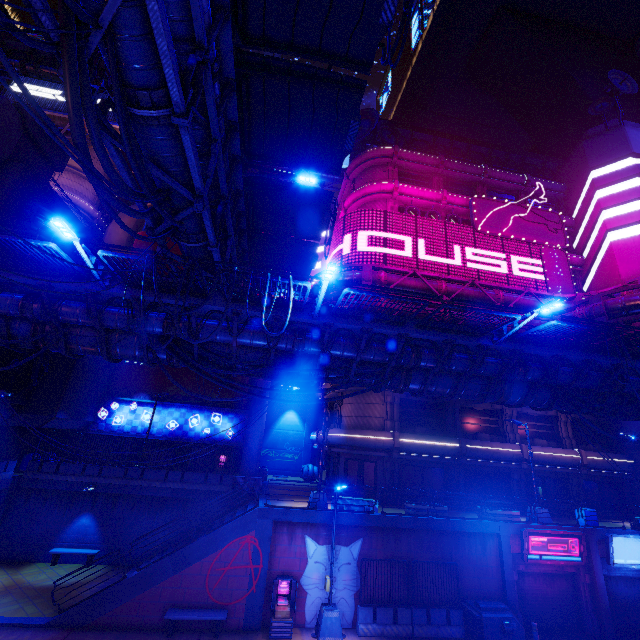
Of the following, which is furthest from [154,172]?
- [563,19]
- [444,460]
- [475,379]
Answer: [563,19]

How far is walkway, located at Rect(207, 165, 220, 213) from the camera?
12.2 meters

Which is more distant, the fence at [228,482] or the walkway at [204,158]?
the fence at [228,482]

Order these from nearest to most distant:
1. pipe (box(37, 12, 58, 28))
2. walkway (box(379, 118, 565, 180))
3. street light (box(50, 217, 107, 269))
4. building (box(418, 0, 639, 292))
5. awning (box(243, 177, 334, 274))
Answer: pipe (box(37, 12, 58, 28)), street light (box(50, 217, 107, 269)), awning (box(243, 177, 334, 274)), building (box(418, 0, 639, 292)), walkway (box(379, 118, 565, 180))

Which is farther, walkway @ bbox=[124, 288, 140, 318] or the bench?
the bench

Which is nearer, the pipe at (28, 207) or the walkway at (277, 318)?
the walkway at (277, 318)

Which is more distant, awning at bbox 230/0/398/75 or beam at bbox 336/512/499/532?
beam at bbox 336/512/499/532

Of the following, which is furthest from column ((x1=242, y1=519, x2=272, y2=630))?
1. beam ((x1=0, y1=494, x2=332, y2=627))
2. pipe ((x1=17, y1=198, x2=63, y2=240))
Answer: pipe ((x1=17, y1=198, x2=63, y2=240))
